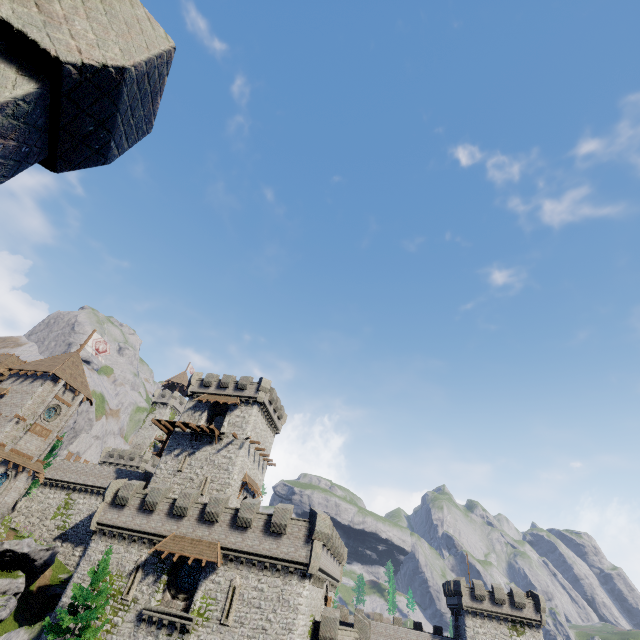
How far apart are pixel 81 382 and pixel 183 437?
15.5 meters

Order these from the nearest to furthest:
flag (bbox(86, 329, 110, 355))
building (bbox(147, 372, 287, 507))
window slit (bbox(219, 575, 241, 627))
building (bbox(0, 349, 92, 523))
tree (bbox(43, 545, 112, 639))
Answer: tree (bbox(43, 545, 112, 639)), window slit (bbox(219, 575, 241, 627)), building (bbox(0, 349, 92, 523)), building (bbox(147, 372, 287, 507)), flag (bbox(86, 329, 110, 355))

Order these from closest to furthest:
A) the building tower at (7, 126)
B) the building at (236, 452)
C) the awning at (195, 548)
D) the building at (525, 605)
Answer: the building tower at (7, 126), the awning at (195, 548), the building at (236, 452), the building at (525, 605)

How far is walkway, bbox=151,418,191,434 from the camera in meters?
38.3

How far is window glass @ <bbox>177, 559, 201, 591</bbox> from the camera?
25.64m

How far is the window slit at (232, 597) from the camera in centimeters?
2323cm

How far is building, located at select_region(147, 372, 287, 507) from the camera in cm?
3572

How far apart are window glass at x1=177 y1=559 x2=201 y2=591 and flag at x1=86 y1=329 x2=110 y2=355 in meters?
31.5 m
